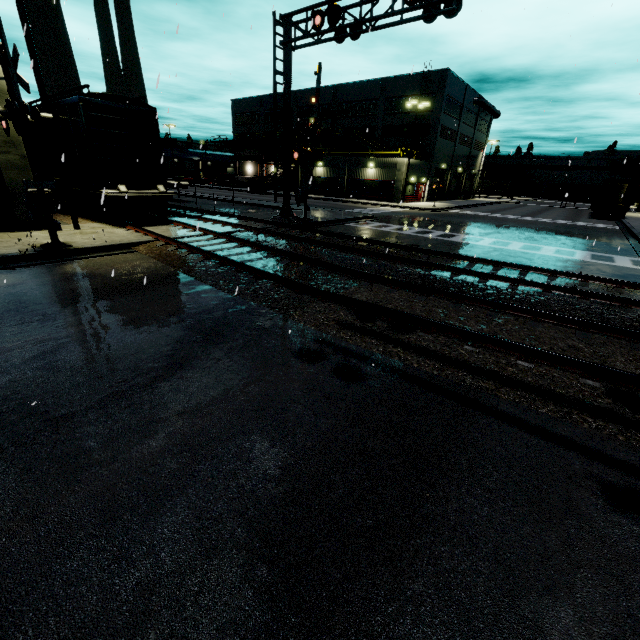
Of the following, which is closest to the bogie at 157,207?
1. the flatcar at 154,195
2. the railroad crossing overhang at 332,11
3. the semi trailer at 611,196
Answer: the flatcar at 154,195

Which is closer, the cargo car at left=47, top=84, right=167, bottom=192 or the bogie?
the cargo car at left=47, top=84, right=167, bottom=192

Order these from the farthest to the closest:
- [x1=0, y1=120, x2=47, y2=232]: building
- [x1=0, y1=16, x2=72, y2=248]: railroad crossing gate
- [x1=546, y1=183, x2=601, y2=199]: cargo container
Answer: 1. [x1=546, y1=183, x2=601, y2=199]: cargo container
2. [x1=0, y1=120, x2=47, y2=232]: building
3. [x1=0, y1=16, x2=72, y2=248]: railroad crossing gate

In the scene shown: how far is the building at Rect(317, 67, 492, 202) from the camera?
40.1m

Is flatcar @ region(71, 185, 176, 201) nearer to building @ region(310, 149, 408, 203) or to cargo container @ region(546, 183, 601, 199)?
building @ region(310, 149, 408, 203)

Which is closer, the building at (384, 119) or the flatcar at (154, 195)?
the flatcar at (154, 195)

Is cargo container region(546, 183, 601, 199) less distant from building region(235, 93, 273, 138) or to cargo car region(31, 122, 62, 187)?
building region(235, 93, 273, 138)

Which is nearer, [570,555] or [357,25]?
[570,555]
